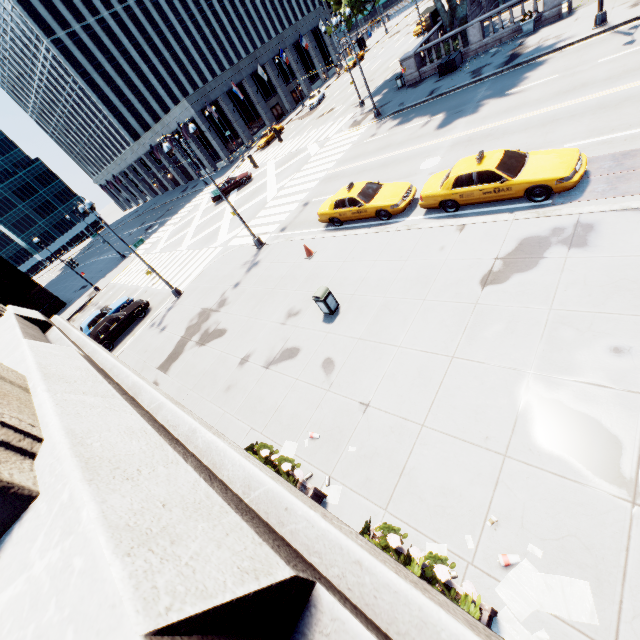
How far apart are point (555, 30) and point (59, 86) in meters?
77.9 m

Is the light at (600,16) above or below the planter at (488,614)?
below

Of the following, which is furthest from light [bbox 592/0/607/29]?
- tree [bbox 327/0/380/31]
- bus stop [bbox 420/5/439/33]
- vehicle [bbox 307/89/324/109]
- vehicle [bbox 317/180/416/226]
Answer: vehicle [bbox 307/89/324/109]

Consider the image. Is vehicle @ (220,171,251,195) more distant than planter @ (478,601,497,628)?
Yes

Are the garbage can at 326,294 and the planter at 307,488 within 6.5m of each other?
yes

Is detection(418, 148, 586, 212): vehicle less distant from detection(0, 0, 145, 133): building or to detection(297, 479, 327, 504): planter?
detection(297, 479, 327, 504): planter

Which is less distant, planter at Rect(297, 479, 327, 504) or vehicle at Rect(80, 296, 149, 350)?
planter at Rect(297, 479, 327, 504)

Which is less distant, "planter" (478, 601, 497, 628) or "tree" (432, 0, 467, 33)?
"planter" (478, 601, 497, 628)
